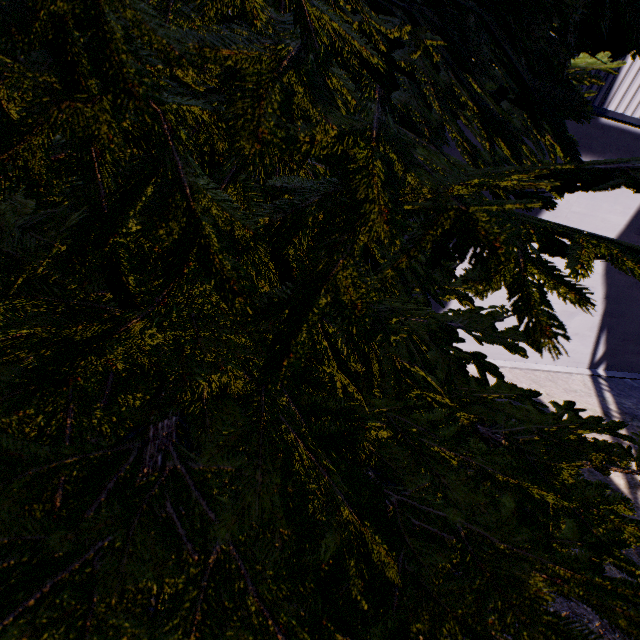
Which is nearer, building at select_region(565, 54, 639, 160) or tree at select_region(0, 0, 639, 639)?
tree at select_region(0, 0, 639, 639)

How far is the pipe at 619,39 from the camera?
3.4m

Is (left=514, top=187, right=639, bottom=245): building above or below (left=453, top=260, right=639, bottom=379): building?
above

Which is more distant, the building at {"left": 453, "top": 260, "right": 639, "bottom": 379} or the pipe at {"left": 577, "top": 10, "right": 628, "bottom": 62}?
the building at {"left": 453, "top": 260, "right": 639, "bottom": 379}

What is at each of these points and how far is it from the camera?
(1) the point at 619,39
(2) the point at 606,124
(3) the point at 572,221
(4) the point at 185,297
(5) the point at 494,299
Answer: (1) pipe, 3.7m
(2) building, 5.1m
(3) building, 6.0m
(4) tree, 1.2m
(5) building, 6.9m

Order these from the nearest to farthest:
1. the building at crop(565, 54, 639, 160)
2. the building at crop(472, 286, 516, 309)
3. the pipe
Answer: the pipe, the building at crop(565, 54, 639, 160), the building at crop(472, 286, 516, 309)

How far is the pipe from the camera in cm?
342

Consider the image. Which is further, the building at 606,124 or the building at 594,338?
the building at 594,338
